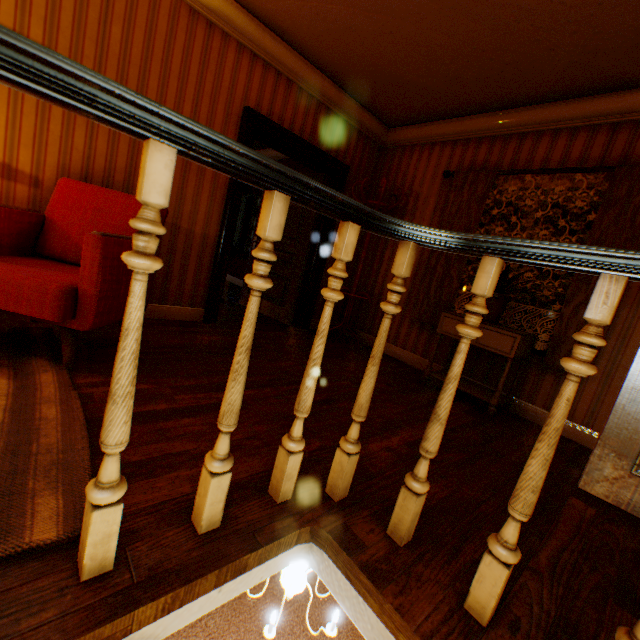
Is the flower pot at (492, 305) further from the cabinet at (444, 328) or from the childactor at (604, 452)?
the childactor at (604, 452)

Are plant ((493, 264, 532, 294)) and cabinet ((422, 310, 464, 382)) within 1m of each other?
yes

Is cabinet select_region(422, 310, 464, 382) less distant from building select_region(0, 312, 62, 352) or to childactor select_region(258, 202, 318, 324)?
building select_region(0, 312, 62, 352)

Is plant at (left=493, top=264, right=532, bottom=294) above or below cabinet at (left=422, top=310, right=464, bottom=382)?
above

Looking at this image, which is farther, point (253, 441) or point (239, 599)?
point (239, 599)

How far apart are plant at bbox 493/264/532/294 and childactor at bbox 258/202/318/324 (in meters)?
2.28

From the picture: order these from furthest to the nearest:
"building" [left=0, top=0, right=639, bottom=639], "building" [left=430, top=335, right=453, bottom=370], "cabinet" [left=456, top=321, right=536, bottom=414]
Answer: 1. "building" [left=430, top=335, right=453, bottom=370]
2. "cabinet" [left=456, top=321, right=536, bottom=414]
3. "building" [left=0, top=0, right=639, bottom=639]

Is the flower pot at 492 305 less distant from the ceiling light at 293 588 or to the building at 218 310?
the building at 218 310
